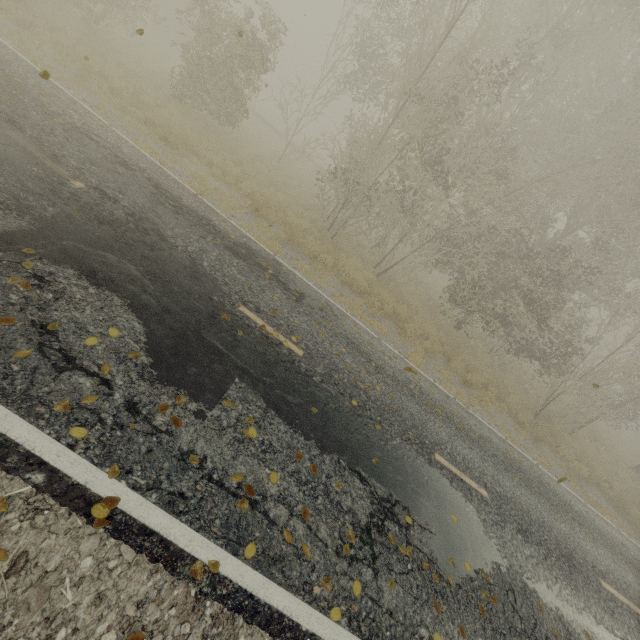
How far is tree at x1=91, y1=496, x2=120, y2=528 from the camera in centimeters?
276cm

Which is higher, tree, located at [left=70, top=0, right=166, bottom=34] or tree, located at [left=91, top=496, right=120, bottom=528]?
tree, located at [left=70, top=0, right=166, bottom=34]

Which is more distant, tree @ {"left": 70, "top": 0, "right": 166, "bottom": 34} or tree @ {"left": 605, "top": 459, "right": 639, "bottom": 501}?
tree @ {"left": 605, "top": 459, "right": 639, "bottom": 501}

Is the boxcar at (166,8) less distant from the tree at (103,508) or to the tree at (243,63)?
the tree at (243,63)

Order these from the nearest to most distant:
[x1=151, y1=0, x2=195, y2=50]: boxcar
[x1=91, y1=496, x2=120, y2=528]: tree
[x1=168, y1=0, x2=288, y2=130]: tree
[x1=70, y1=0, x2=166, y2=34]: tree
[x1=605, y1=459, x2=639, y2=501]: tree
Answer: [x1=91, y1=496, x2=120, y2=528]: tree
[x1=168, y1=0, x2=288, y2=130]: tree
[x1=70, y1=0, x2=166, y2=34]: tree
[x1=605, y1=459, x2=639, y2=501]: tree
[x1=151, y1=0, x2=195, y2=50]: boxcar

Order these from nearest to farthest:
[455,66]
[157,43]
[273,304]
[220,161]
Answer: [273,304] → [455,66] → [220,161] → [157,43]

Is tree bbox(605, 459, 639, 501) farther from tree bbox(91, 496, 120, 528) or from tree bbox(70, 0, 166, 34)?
tree bbox(91, 496, 120, 528)

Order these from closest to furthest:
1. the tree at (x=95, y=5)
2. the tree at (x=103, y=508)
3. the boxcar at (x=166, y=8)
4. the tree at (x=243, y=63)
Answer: the tree at (x=103, y=508) → the tree at (x=243, y=63) → the tree at (x=95, y=5) → the boxcar at (x=166, y=8)
